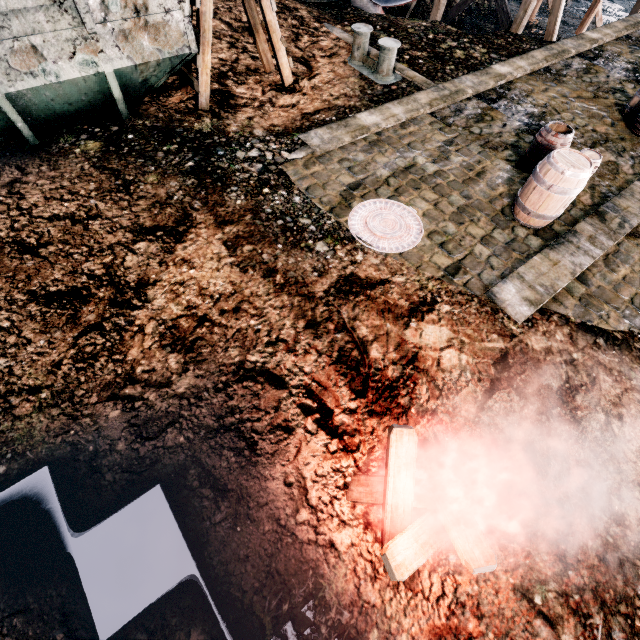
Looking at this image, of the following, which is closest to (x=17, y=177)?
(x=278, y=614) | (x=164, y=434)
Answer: (x=164, y=434)

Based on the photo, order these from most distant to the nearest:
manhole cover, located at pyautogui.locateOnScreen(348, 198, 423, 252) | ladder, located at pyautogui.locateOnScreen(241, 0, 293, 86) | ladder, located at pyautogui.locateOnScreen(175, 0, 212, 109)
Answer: ladder, located at pyautogui.locateOnScreen(241, 0, 293, 86) < ladder, located at pyautogui.locateOnScreen(175, 0, 212, 109) < manhole cover, located at pyautogui.locateOnScreen(348, 198, 423, 252)

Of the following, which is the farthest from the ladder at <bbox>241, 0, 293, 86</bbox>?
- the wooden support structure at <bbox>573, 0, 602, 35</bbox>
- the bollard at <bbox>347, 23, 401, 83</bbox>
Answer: the wooden support structure at <bbox>573, 0, 602, 35</bbox>

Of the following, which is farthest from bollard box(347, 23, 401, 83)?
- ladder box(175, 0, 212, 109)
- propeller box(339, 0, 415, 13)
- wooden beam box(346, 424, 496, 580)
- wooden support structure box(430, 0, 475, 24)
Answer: wooden beam box(346, 424, 496, 580)

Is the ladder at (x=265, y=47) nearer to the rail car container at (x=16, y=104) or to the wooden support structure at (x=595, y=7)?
Result: the rail car container at (x=16, y=104)

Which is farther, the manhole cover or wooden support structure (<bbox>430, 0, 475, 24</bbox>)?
wooden support structure (<bbox>430, 0, 475, 24</bbox>)

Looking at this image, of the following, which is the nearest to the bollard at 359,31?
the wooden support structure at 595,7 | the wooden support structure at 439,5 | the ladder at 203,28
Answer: the ladder at 203,28

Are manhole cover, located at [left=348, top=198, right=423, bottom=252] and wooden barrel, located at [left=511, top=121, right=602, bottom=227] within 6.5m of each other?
yes
